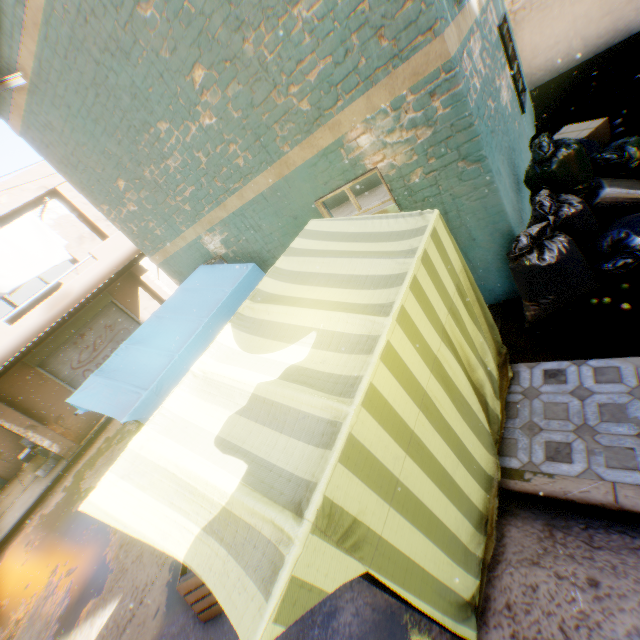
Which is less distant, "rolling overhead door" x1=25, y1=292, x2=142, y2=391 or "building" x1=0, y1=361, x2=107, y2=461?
"building" x1=0, y1=361, x2=107, y2=461

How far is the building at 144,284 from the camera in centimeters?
1280cm

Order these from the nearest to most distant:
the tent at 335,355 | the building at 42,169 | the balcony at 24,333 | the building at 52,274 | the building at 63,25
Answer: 1. the tent at 335,355
2. the building at 63,25
3. the balcony at 24,333
4. the building at 42,169
5. the building at 52,274

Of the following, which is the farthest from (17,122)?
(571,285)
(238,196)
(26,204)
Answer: Result: (571,285)

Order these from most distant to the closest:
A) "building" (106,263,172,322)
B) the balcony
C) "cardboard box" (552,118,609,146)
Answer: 1. "building" (106,263,172,322)
2. the balcony
3. "cardboard box" (552,118,609,146)

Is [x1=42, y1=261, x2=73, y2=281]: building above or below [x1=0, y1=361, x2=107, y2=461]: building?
above

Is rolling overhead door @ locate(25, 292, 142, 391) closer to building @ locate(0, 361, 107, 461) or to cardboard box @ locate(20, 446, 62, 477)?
building @ locate(0, 361, 107, 461)

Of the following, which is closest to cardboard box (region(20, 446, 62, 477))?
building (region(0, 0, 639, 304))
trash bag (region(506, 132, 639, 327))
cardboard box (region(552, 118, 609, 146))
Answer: building (region(0, 0, 639, 304))
